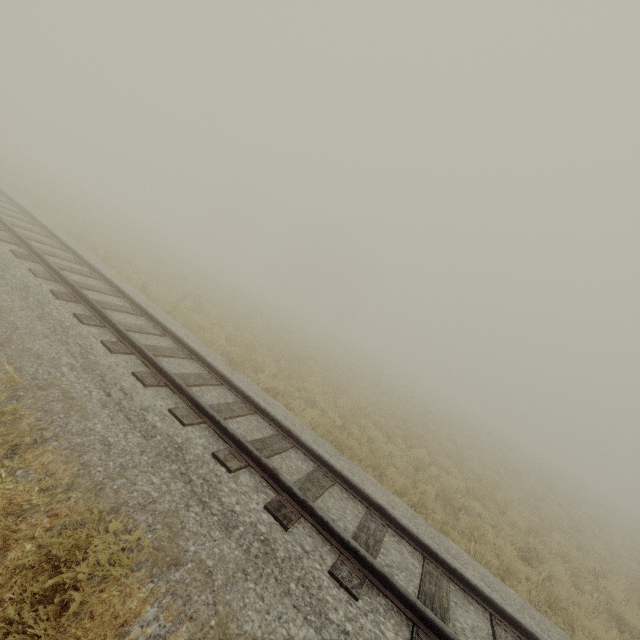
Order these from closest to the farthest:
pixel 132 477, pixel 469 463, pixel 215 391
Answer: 1. pixel 132 477
2. pixel 215 391
3. pixel 469 463
